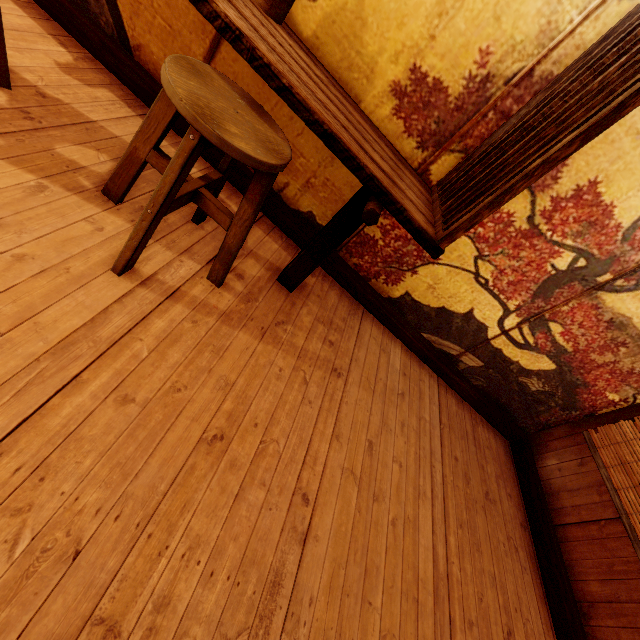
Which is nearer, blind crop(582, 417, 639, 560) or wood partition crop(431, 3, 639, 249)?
wood partition crop(431, 3, 639, 249)

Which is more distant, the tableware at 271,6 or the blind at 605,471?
the blind at 605,471

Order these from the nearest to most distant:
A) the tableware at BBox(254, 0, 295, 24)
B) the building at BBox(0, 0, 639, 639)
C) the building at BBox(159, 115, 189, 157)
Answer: the building at BBox(0, 0, 639, 639) < the tableware at BBox(254, 0, 295, 24) < the building at BBox(159, 115, 189, 157)

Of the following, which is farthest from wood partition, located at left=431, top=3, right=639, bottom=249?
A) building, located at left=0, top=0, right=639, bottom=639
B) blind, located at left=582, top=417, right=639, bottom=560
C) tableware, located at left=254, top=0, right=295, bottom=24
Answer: blind, located at left=582, top=417, right=639, bottom=560

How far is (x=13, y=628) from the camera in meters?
1.3

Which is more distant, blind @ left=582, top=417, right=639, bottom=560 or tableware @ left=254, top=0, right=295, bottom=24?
blind @ left=582, top=417, right=639, bottom=560

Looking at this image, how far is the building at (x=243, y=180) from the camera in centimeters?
376cm

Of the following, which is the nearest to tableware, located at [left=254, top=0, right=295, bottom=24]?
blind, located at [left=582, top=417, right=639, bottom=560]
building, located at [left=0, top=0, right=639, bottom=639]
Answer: building, located at [left=0, top=0, right=639, bottom=639]
